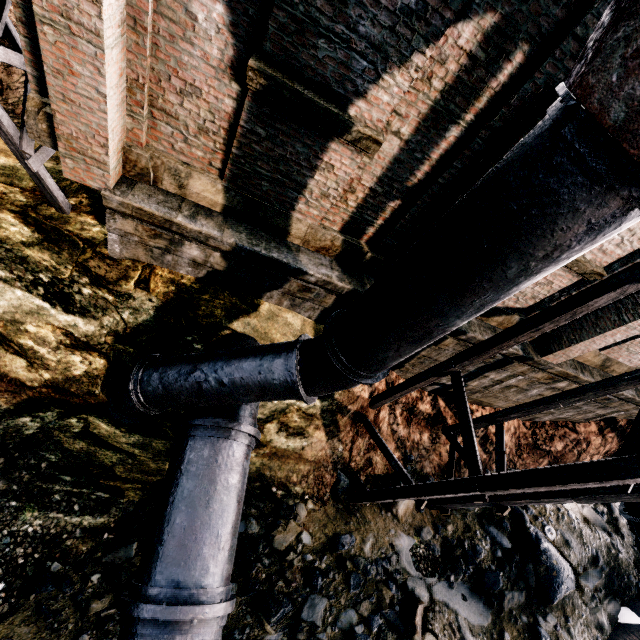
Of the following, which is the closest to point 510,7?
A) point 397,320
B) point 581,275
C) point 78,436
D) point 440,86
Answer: point 440,86

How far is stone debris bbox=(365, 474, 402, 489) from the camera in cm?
991

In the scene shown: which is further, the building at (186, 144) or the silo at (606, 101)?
the building at (186, 144)

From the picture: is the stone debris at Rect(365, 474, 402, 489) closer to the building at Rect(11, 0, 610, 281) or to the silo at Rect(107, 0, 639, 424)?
the silo at Rect(107, 0, 639, 424)

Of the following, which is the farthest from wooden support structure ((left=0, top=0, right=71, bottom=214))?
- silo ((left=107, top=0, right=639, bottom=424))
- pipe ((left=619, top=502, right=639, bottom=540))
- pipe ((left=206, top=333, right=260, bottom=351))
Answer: pipe ((left=619, top=502, right=639, bottom=540))

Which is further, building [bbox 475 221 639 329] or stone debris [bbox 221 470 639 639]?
stone debris [bbox 221 470 639 639]

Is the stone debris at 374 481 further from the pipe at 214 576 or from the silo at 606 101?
the pipe at 214 576

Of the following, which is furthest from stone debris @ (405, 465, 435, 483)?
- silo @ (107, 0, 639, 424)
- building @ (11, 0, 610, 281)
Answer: building @ (11, 0, 610, 281)
